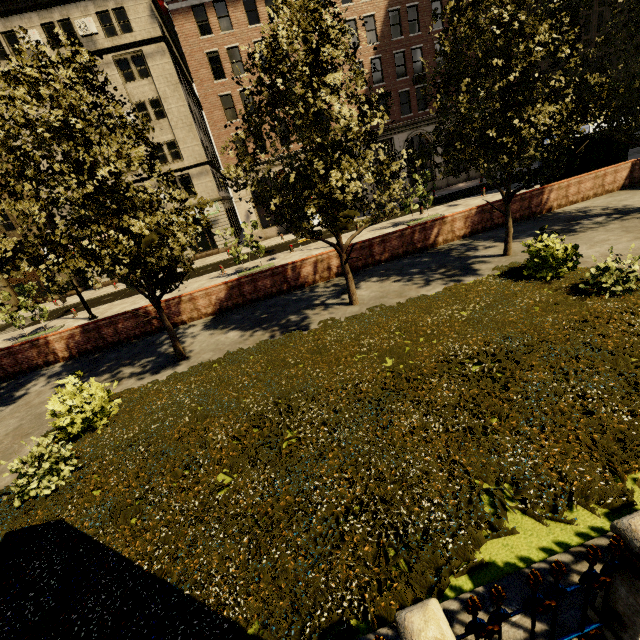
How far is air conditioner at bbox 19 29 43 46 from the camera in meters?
23.3

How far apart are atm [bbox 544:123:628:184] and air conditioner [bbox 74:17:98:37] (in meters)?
32.49

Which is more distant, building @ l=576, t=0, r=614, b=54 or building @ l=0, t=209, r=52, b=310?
building @ l=576, t=0, r=614, b=54

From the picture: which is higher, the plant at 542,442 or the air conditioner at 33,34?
the air conditioner at 33,34

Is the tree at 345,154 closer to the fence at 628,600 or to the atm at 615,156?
the fence at 628,600

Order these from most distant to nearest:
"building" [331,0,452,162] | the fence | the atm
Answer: "building" [331,0,452,162], the atm, the fence

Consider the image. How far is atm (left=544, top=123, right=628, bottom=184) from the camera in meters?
14.9 m

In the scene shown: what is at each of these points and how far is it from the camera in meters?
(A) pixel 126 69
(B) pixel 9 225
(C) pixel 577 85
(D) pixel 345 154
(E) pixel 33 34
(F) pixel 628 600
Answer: (A) building, 25.6
(B) building, 27.9
(C) tree, 9.3
(D) tree, 7.8
(E) air conditioner, 23.4
(F) fence, 2.4
